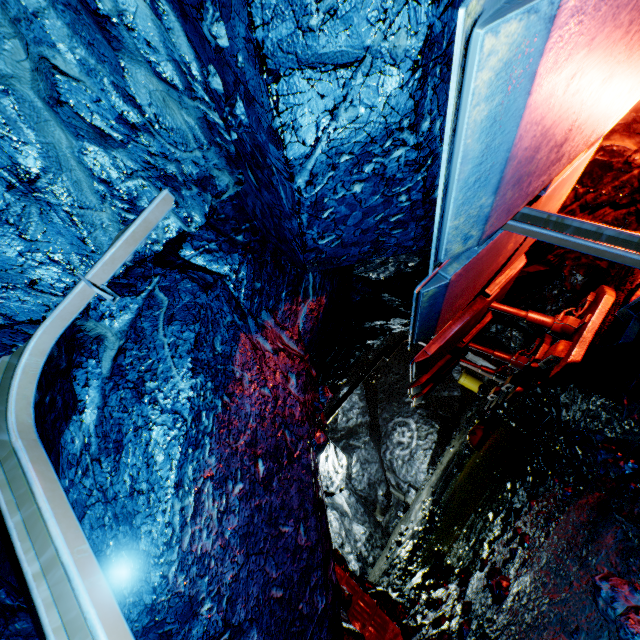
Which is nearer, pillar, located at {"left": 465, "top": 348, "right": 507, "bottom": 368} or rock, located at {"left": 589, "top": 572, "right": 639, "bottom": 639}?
rock, located at {"left": 589, "top": 572, "right": 639, "bottom": 639}

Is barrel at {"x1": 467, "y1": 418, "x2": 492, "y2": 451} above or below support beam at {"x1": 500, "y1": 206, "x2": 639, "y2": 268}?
below

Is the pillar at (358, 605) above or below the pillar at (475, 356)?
below

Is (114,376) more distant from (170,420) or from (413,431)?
(413,431)

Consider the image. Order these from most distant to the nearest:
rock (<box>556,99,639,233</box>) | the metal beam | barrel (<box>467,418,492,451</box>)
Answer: barrel (<box>467,418,492,451</box>) → the metal beam → rock (<box>556,99,639,233</box>)

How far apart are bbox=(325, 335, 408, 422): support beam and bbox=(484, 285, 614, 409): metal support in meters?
5.1

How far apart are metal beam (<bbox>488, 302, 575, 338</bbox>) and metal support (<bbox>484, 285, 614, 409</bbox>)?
0.04m

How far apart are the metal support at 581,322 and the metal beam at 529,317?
0.0m
